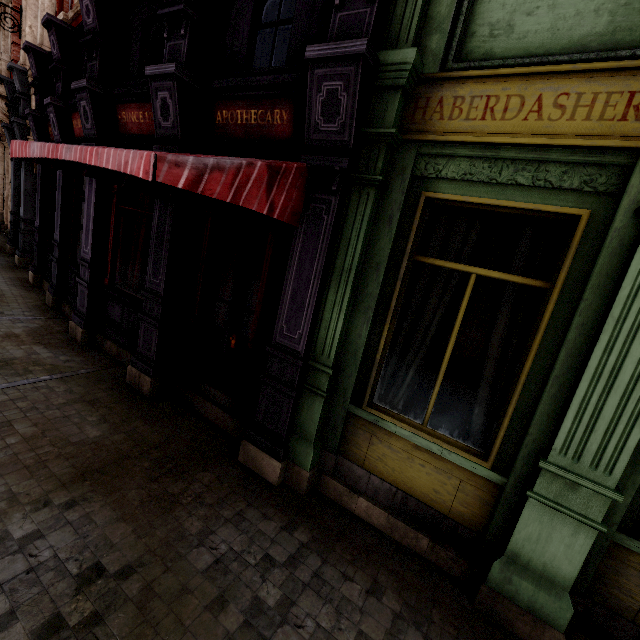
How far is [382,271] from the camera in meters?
3.5

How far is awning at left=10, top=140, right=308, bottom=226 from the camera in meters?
2.2

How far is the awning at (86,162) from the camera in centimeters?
224cm
